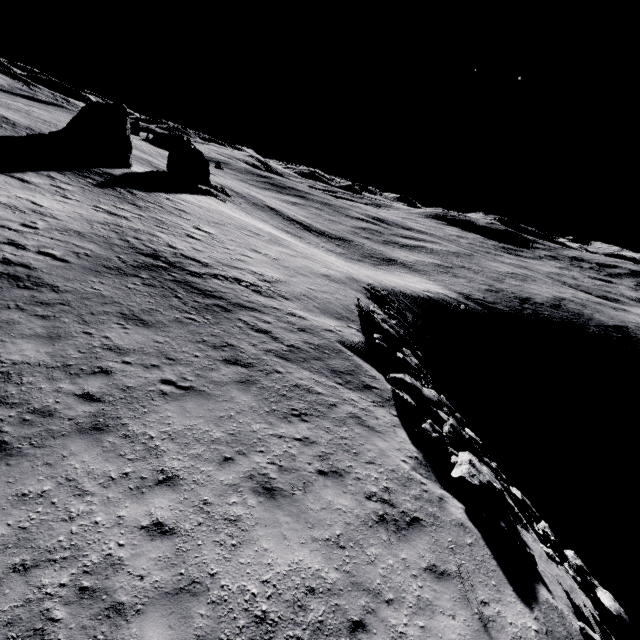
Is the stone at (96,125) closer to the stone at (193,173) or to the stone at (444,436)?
the stone at (193,173)

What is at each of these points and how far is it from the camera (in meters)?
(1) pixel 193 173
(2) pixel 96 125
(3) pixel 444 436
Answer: (1) stone, 47.00
(2) stone, 34.03
(3) stone, 11.52

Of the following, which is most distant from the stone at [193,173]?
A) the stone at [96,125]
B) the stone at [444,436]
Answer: the stone at [444,436]

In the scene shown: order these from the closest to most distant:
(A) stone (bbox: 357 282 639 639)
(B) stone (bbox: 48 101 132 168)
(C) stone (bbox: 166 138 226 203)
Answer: (A) stone (bbox: 357 282 639 639) < (B) stone (bbox: 48 101 132 168) < (C) stone (bbox: 166 138 226 203)

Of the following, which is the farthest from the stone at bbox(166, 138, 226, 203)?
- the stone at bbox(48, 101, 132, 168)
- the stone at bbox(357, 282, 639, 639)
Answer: the stone at bbox(357, 282, 639, 639)

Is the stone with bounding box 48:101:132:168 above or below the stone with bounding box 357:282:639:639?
above
